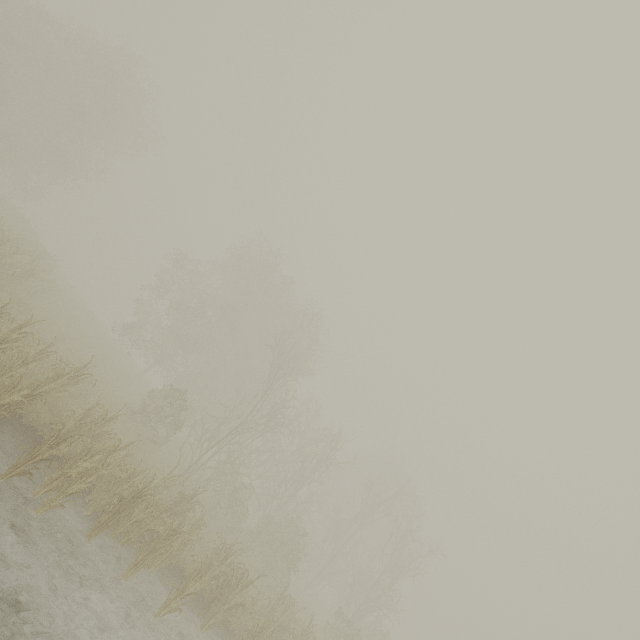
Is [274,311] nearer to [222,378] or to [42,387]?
[222,378]
